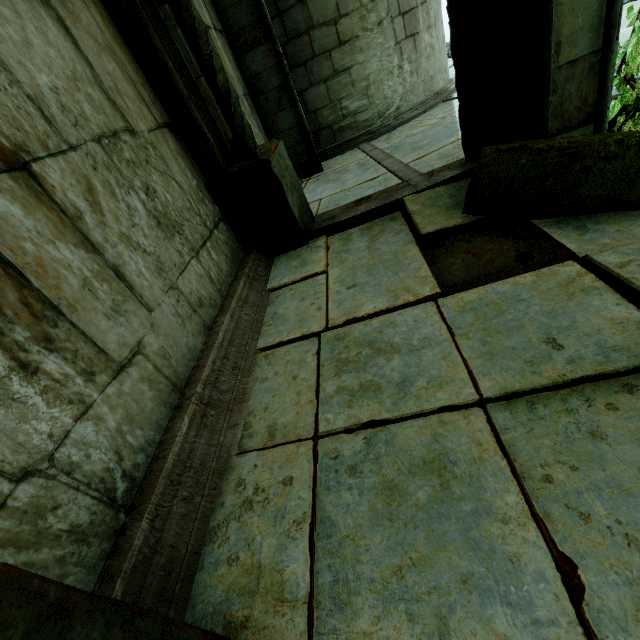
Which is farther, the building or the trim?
the building

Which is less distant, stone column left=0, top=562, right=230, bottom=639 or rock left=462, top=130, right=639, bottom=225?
stone column left=0, top=562, right=230, bottom=639

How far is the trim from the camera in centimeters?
126cm

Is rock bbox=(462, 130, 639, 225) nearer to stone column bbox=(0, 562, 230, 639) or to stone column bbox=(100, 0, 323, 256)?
stone column bbox=(0, 562, 230, 639)

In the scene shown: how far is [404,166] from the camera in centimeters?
442cm

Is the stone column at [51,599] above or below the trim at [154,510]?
above

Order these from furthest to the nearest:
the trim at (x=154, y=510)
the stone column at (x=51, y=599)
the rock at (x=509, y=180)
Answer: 1. the rock at (x=509, y=180)
2. the trim at (x=154, y=510)
3. the stone column at (x=51, y=599)

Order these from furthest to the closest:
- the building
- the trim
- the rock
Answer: the building → the rock → the trim
